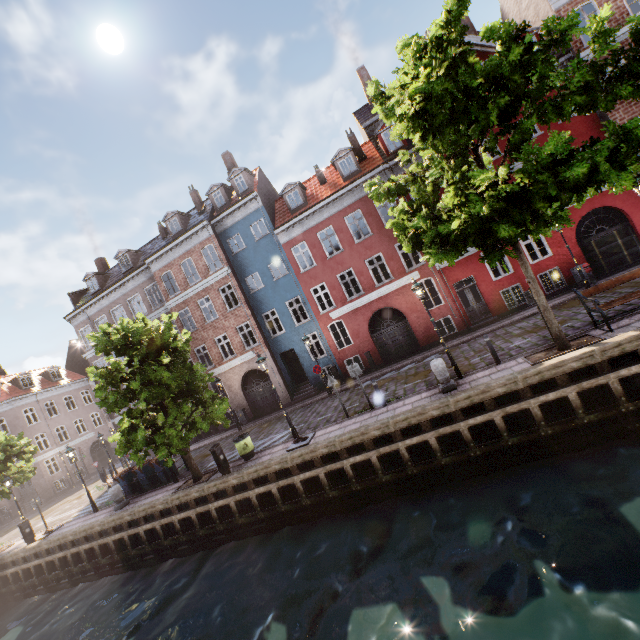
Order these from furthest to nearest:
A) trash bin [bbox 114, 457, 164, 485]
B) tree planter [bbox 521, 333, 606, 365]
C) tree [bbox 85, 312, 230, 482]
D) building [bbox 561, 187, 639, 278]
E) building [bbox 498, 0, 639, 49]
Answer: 1. trash bin [bbox 114, 457, 164, 485]
2. building [bbox 561, 187, 639, 278]
3. building [bbox 498, 0, 639, 49]
4. tree [bbox 85, 312, 230, 482]
5. tree planter [bbox 521, 333, 606, 365]

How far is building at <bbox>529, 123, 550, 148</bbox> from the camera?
16.77m

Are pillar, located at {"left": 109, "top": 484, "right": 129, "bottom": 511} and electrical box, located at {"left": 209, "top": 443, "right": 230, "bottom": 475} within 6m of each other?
no

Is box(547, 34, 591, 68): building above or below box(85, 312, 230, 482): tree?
above

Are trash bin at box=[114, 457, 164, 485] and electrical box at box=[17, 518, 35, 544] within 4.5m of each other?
no

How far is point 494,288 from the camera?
18.16m

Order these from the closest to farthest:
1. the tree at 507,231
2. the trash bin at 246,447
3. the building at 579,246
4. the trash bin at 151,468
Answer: the tree at 507,231
the trash bin at 246,447
the building at 579,246
the trash bin at 151,468

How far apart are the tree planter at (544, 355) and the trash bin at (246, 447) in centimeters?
1099cm
